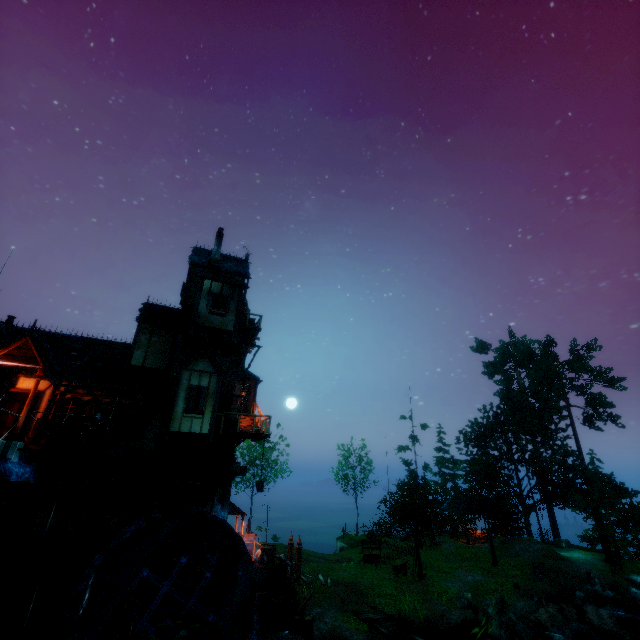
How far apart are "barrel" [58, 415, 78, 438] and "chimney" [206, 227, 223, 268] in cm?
1071

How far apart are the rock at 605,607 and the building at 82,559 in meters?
31.6 m

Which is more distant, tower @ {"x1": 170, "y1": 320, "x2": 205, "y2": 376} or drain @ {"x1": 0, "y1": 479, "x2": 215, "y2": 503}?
tower @ {"x1": 170, "y1": 320, "x2": 205, "y2": 376}

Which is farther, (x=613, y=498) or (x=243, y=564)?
(x=613, y=498)

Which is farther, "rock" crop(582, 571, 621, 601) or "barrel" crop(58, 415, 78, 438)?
"rock" crop(582, 571, 621, 601)

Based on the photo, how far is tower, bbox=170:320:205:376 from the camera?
17.80m

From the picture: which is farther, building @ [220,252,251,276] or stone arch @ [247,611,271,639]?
building @ [220,252,251,276]

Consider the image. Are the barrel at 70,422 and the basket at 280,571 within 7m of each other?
no
